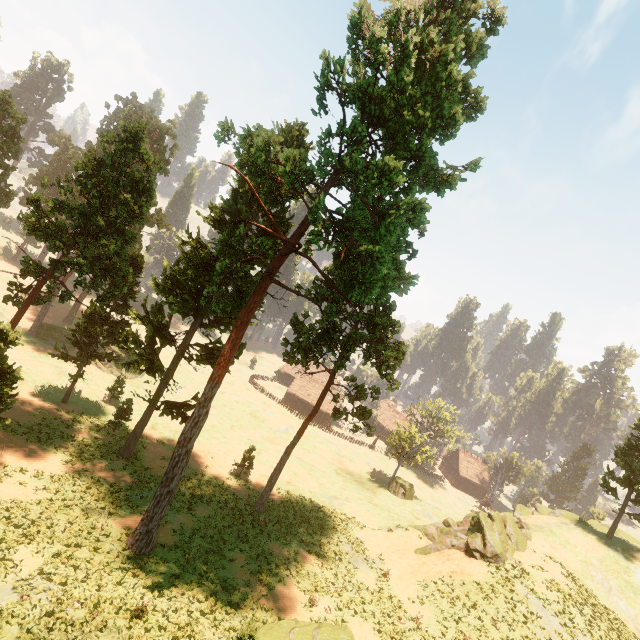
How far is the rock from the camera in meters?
25.4 m

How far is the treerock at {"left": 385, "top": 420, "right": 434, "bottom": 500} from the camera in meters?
47.1 m

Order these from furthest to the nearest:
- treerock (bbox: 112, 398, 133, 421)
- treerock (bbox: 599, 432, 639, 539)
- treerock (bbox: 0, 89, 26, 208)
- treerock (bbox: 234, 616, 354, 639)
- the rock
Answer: treerock (bbox: 0, 89, 26, 208) → treerock (bbox: 599, 432, 639, 539) → treerock (bbox: 112, 398, 133, 421) → the rock → treerock (bbox: 234, 616, 354, 639)

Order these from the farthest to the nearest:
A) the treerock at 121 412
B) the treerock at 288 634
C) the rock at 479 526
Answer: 1. the treerock at 121 412
2. the rock at 479 526
3. the treerock at 288 634

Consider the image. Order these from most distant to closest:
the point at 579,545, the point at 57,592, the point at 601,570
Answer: the point at 579,545
the point at 601,570
the point at 57,592

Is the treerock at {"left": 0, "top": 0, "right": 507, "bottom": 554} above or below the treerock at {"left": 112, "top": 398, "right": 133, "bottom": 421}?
above

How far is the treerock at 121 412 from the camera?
30.8m
